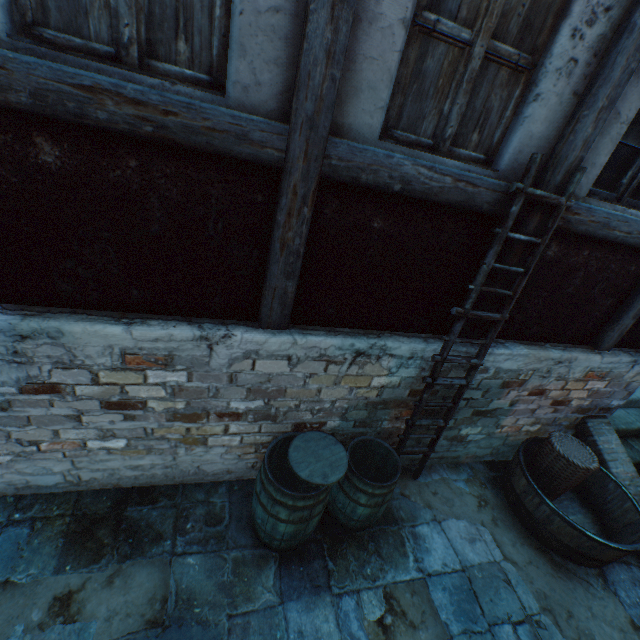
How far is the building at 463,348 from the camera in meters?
3.2

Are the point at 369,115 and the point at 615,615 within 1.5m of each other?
no

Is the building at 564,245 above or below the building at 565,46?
below

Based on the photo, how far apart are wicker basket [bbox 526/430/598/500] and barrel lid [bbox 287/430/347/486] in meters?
2.8

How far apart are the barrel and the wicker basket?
2.9 meters

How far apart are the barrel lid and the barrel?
0.0m

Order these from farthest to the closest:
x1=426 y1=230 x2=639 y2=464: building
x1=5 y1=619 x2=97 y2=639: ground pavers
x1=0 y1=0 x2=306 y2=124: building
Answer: x1=426 y1=230 x2=639 y2=464: building < x1=5 y1=619 x2=97 y2=639: ground pavers < x1=0 y1=0 x2=306 y2=124: building

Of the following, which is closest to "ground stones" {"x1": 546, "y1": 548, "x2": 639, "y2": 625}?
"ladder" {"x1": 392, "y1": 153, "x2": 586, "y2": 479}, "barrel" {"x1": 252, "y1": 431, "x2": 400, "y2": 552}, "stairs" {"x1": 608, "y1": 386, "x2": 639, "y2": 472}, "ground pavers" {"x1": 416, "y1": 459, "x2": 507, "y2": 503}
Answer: "stairs" {"x1": 608, "y1": 386, "x2": 639, "y2": 472}
